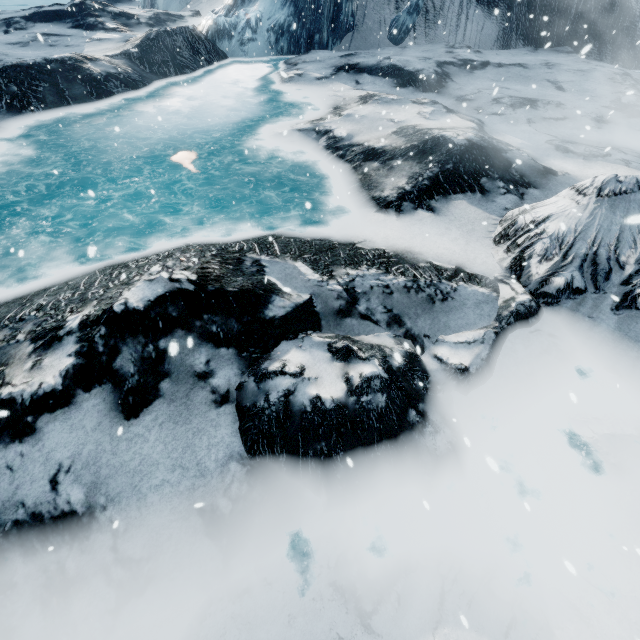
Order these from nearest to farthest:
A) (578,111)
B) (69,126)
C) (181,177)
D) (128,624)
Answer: (128,624)
(181,177)
(69,126)
(578,111)
